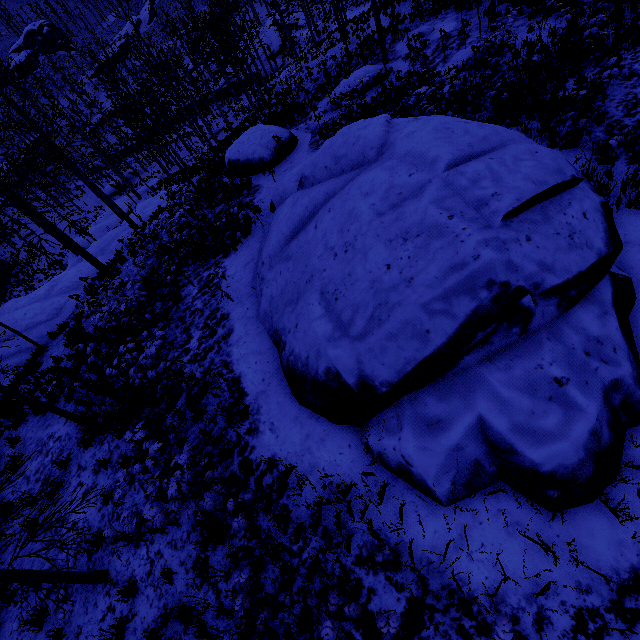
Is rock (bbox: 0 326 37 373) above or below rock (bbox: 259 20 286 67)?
above

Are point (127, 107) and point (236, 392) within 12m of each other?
no

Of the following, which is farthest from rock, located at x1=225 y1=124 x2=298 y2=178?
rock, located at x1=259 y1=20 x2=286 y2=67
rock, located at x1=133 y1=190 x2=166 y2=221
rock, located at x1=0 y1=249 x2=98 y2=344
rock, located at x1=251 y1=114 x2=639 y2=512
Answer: rock, located at x1=259 y1=20 x2=286 y2=67

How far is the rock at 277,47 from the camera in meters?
43.7

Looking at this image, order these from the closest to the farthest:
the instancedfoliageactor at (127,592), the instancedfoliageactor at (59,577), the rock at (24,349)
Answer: the instancedfoliageactor at (59,577), the instancedfoliageactor at (127,592), the rock at (24,349)

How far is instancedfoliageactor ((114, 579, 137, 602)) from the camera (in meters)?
5.35

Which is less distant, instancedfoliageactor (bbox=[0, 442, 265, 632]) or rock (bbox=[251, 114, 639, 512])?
rock (bbox=[251, 114, 639, 512])

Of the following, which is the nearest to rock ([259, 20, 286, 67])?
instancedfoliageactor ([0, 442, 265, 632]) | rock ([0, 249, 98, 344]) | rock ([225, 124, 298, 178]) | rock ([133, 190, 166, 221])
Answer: rock ([133, 190, 166, 221])
